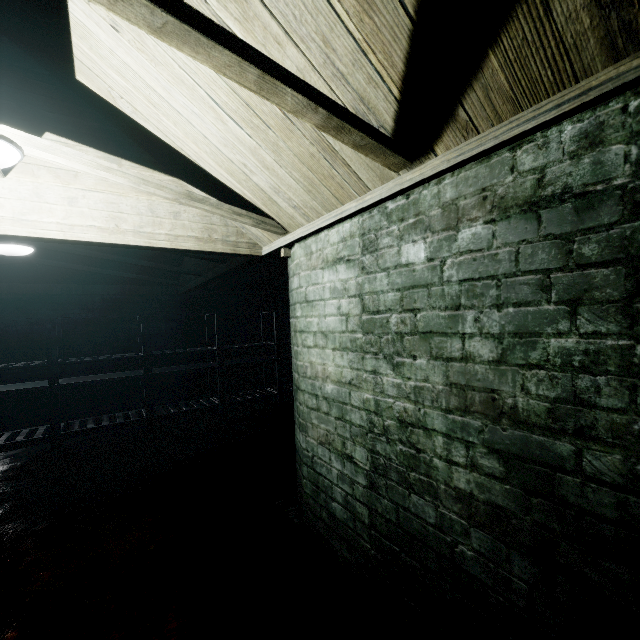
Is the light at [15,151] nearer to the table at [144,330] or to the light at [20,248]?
the light at [20,248]

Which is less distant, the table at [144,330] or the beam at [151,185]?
the beam at [151,185]

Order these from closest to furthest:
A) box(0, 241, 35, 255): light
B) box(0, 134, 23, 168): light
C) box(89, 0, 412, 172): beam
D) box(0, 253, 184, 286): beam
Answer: box(89, 0, 412, 172): beam → box(0, 134, 23, 168): light → box(0, 241, 35, 255): light → box(0, 253, 184, 286): beam

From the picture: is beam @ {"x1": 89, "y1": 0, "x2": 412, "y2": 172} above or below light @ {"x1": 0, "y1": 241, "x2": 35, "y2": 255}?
below

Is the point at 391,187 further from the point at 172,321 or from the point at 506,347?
the point at 172,321

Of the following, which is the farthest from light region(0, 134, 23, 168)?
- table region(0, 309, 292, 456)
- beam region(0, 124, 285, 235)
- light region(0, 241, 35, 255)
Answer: table region(0, 309, 292, 456)

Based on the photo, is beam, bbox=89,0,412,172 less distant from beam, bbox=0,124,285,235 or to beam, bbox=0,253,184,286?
beam, bbox=0,124,285,235
